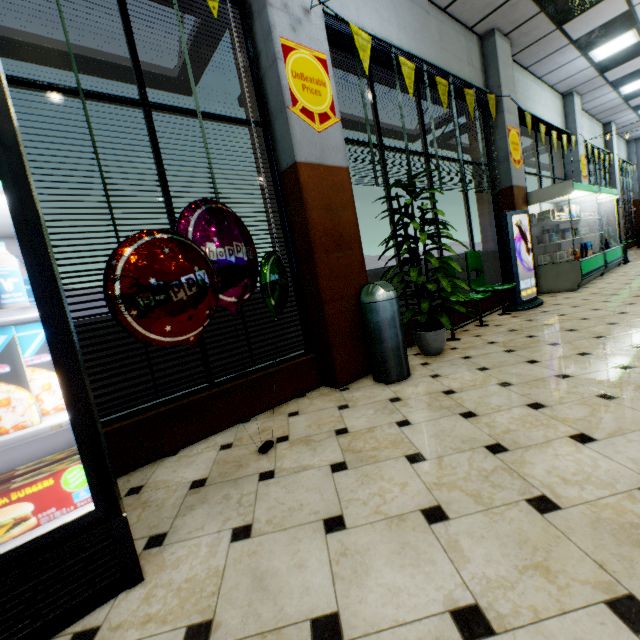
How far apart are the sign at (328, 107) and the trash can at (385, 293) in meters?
1.6

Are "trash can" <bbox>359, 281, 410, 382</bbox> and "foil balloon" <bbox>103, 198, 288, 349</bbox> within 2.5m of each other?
yes

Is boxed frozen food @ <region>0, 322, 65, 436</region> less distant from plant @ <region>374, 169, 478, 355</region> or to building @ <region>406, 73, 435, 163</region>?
building @ <region>406, 73, 435, 163</region>

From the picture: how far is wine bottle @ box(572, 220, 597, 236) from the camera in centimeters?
797cm

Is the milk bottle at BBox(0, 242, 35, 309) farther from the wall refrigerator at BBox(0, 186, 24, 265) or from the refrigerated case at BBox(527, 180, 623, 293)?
the refrigerated case at BBox(527, 180, 623, 293)

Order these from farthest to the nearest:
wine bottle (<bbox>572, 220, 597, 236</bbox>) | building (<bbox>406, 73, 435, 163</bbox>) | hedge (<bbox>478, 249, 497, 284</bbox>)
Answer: wine bottle (<bbox>572, 220, 597, 236</bbox>) → hedge (<bbox>478, 249, 497, 284</bbox>) → building (<bbox>406, 73, 435, 163</bbox>)

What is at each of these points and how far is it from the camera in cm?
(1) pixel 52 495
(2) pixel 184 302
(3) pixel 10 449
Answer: (1) boxed frozen food, 136
(2) foil balloon, 164
(3) wall refrigerator, 158

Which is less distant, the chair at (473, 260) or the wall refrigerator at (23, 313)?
the wall refrigerator at (23, 313)
